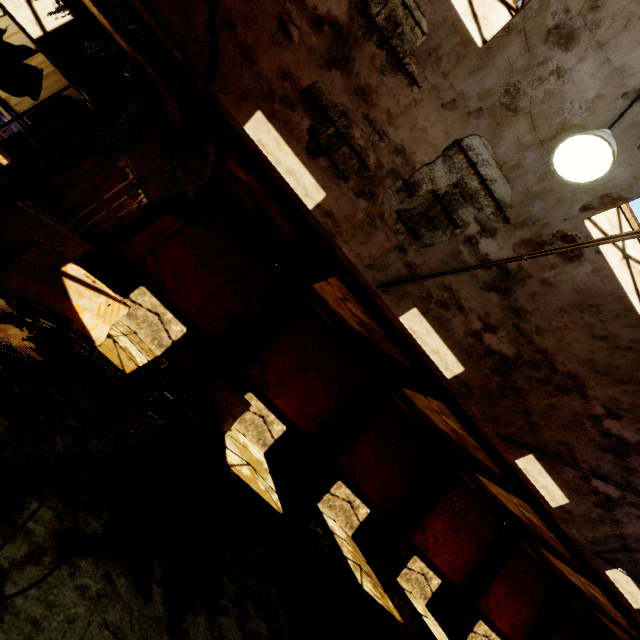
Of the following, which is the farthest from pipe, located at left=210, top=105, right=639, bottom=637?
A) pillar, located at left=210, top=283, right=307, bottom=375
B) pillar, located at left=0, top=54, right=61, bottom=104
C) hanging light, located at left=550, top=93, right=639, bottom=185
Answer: pillar, located at left=0, top=54, right=61, bottom=104

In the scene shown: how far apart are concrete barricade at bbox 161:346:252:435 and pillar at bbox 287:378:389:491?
3.2m

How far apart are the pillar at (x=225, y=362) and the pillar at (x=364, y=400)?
4.2 meters

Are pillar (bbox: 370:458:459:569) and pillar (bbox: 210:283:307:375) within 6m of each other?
no

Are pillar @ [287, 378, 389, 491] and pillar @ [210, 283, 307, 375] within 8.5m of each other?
yes

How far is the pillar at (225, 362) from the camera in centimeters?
1088cm

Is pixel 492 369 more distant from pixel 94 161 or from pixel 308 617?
pixel 94 161

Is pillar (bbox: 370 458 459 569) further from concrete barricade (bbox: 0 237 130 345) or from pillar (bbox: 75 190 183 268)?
pillar (bbox: 75 190 183 268)
